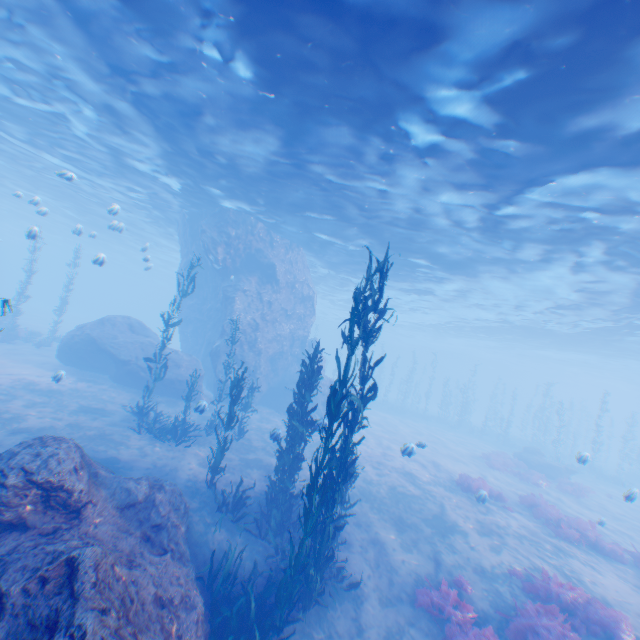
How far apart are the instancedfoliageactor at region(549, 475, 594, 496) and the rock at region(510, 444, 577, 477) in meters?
2.5

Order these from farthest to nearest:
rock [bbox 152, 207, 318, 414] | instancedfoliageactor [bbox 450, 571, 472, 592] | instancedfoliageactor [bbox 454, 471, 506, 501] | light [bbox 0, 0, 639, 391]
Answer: rock [bbox 152, 207, 318, 414], instancedfoliageactor [bbox 454, 471, 506, 501], instancedfoliageactor [bbox 450, 571, 472, 592], light [bbox 0, 0, 639, 391]

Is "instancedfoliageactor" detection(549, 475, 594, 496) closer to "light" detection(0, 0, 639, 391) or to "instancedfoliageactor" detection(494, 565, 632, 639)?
"light" detection(0, 0, 639, 391)

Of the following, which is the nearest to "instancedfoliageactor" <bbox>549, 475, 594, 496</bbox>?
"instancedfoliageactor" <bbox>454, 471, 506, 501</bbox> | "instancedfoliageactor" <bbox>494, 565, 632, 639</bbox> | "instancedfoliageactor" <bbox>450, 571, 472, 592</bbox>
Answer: "instancedfoliageactor" <bbox>454, 471, 506, 501</bbox>

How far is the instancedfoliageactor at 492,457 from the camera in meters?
21.0

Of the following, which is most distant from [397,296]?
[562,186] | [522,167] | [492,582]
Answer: [492,582]

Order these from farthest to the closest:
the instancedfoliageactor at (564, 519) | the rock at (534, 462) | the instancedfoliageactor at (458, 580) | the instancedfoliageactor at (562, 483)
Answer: the rock at (534, 462) < the instancedfoliageactor at (562, 483) < the instancedfoliageactor at (564, 519) < the instancedfoliageactor at (458, 580)

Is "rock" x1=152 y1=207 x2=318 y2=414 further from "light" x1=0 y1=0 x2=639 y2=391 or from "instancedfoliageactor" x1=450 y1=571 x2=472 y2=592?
"instancedfoliageactor" x1=450 y1=571 x2=472 y2=592
